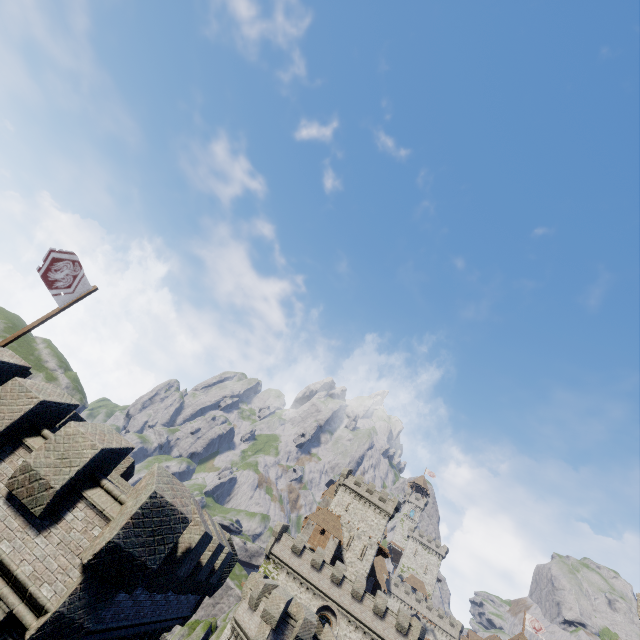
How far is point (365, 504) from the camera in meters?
58.3 m

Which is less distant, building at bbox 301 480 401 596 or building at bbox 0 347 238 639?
building at bbox 0 347 238 639

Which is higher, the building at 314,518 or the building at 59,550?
the building at 314,518

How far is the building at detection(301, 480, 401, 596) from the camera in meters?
52.4

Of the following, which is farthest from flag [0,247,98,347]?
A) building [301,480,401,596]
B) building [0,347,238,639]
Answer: building [301,480,401,596]

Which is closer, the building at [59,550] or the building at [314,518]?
the building at [59,550]

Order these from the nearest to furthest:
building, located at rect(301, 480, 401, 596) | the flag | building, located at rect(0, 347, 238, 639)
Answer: building, located at rect(0, 347, 238, 639) → the flag → building, located at rect(301, 480, 401, 596)
